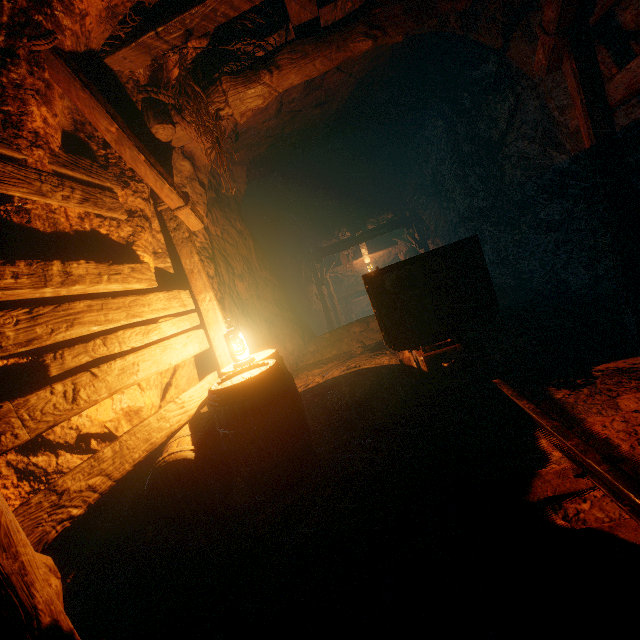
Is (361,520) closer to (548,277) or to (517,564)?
(517,564)

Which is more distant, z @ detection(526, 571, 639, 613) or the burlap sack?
the burlap sack

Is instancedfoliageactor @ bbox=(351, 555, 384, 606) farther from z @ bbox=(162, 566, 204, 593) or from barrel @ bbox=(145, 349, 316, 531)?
barrel @ bbox=(145, 349, 316, 531)

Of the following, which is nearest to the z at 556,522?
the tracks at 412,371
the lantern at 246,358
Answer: the tracks at 412,371

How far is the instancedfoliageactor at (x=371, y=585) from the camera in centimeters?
142cm

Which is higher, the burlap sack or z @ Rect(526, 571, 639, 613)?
the burlap sack

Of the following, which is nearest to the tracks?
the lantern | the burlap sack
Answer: the burlap sack

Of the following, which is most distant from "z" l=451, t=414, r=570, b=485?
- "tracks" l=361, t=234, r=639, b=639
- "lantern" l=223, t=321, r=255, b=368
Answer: "lantern" l=223, t=321, r=255, b=368
